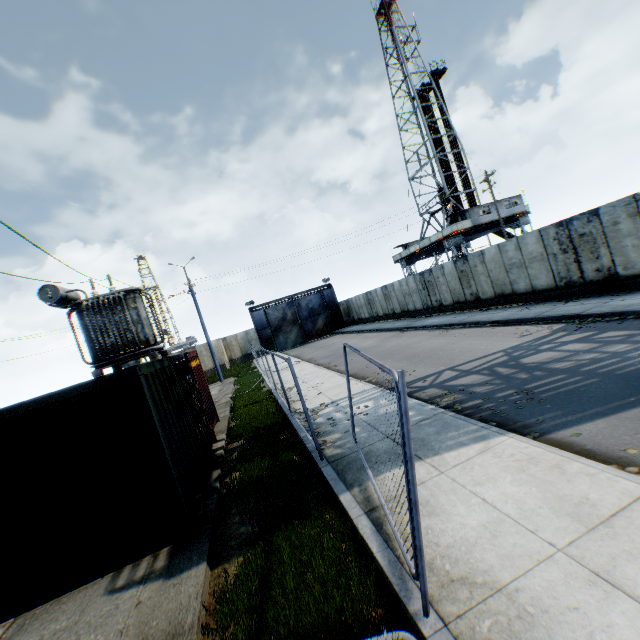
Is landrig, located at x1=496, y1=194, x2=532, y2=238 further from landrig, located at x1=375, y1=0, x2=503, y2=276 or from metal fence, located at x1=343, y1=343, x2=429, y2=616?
metal fence, located at x1=343, y1=343, x2=429, y2=616

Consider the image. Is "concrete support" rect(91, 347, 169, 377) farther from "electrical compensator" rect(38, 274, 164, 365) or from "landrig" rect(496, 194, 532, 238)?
"landrig" rect(496, 194, 532, 238)

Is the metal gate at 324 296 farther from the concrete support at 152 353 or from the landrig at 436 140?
A: the concrete support at 152 353

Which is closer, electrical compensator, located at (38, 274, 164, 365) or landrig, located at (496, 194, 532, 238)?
electrical compensator, located at (38, 274, 164, 365)

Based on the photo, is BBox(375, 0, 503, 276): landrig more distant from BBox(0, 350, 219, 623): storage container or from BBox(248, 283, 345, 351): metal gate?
BBox(0, 350, 219, 623): storage container

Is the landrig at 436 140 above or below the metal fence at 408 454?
above

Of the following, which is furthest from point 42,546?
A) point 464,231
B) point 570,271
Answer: point 464,231

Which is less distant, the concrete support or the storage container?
the storage container
